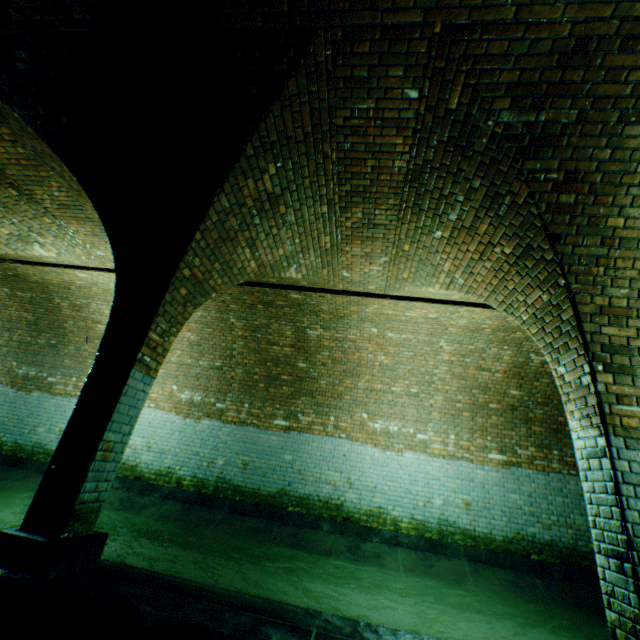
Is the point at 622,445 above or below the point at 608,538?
above

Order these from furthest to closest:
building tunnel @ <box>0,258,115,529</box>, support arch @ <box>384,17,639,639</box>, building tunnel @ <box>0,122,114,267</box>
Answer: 1. building tunnel @ <box>0,258,115,529</box>
2. building tunnel @ <box>0,122,114,267</box>
3. support arch @ <box>384,17,639,639</box>

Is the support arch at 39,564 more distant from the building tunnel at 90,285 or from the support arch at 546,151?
the support arch at 546,151

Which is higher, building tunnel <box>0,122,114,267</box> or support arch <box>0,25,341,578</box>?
building tunnel <box>0,122,114,267</box>

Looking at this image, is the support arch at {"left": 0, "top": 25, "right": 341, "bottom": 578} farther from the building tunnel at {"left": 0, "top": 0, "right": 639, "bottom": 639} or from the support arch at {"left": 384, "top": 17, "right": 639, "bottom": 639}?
the support arch at {"left": 384, "top": 17, "right": 639, "bottom": 639}
